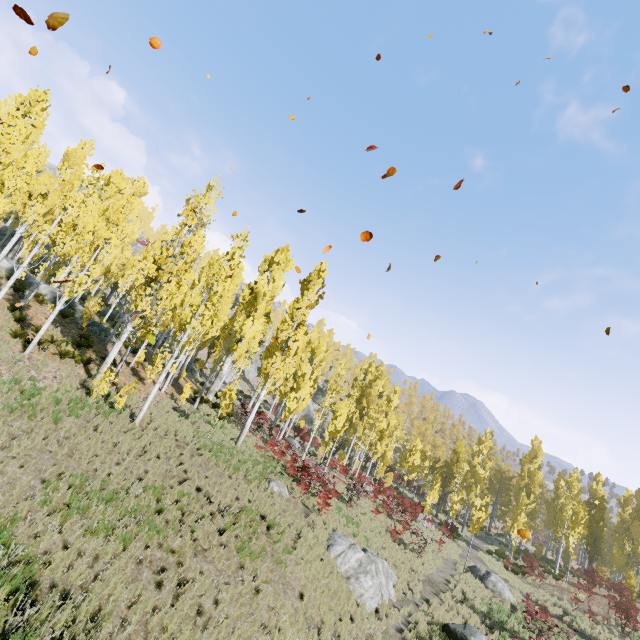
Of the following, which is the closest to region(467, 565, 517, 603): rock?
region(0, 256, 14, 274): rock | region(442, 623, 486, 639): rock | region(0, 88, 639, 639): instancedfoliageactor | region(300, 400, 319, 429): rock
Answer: region(0, 88, 639, 639): instancedfoliageactor

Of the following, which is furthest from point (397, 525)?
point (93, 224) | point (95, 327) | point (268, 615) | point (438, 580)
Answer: point (93, 224)

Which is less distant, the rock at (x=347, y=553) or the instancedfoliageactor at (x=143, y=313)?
the rock at (x=347, y=553)

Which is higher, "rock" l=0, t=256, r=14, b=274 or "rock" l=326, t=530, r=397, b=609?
"rock" l=0, t=256, r=14, b=274

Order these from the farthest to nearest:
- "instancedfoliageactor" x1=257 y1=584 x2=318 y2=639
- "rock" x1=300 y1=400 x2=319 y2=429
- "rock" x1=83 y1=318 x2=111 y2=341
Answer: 1. "rock" x1=300 y1=400 x2=319 y2=429
2. "rock" x1=83 y1=318 x2=111 y2=341
3. "instancedfoliageactor" x1=257 y1=584 x2=318 y2=639

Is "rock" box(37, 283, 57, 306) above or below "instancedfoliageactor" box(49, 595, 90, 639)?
above

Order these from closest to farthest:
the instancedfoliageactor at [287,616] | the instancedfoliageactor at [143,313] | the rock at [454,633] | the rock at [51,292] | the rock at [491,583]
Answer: the instancedfoliageactor at [287,616] → the rock at [454,633] → the instancedfoliageactor at [143,313] → the rock at [491,583] → the rock at [51,292]

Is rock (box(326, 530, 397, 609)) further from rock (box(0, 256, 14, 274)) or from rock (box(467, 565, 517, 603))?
rock (box(467, 565, 517, 603))
